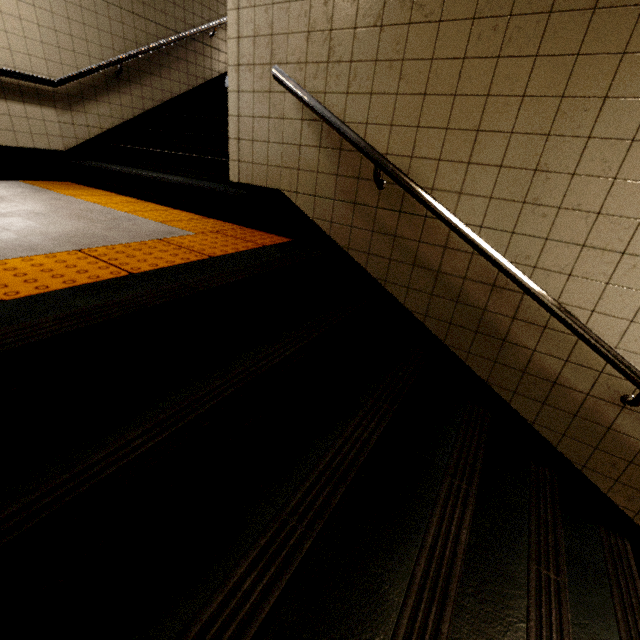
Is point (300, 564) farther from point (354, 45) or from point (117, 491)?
point (354, 45)

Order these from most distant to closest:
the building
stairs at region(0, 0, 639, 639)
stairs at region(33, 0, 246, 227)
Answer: stairs at region(33, 0, 246, 227)
the building
stairs at region(0, 0, 639, 639)

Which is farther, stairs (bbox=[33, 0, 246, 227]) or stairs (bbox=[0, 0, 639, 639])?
stairs (bbox=[33, 0, 246, 227])

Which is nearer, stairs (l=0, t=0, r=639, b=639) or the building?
stairs (l=0, t=0, r=639, b=639)

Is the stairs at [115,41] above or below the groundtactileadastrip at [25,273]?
above

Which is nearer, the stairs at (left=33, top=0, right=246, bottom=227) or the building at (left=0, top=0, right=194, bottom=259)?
the building at (left=0, top=0, right=194, bottom=259)

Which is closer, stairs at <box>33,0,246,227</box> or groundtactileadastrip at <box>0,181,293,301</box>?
groundtactileadastrip at <box>0,181,293,301</box>

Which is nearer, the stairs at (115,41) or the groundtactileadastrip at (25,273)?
the groundtactileadastrip at (25,273)
